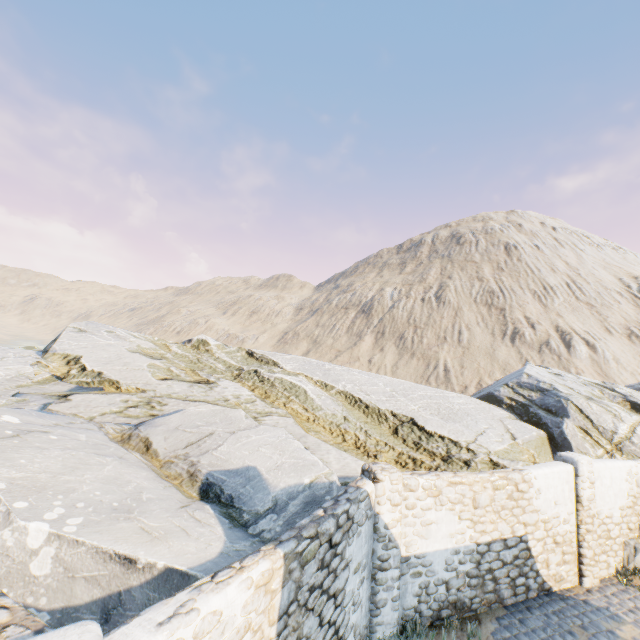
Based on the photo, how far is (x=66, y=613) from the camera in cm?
397

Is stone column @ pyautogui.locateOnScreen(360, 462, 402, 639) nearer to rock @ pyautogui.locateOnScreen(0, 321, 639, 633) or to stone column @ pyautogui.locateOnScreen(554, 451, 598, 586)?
rock @ pyautogui.locateOnScreen(0, 321, 639, 633)

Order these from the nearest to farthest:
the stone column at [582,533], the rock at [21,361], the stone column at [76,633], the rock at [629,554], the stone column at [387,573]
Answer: the stone column at [76,633], the rock at [21,361], the stone column at [387,573], the stone column at [582,533], the rock at [629,554]

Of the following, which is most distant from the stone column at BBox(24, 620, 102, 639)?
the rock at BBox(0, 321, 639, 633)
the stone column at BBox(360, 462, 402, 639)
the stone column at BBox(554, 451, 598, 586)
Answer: the stone column at BBox(554, 451, 598, 586)

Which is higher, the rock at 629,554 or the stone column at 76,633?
the stone column at 76,633

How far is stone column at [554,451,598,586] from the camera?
8.5 meters

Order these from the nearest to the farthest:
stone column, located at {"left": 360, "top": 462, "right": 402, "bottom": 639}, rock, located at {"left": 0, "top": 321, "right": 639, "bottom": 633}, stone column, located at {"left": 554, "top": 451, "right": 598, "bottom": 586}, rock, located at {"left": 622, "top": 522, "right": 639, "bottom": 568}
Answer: rock, located at {"left": 0, "top": 321, "right": 639, "bottom": 633}
stone column, located at {"left": 360, "top": 462, "right": 402, "bottom": 639}
stone column, located at {"left": 554, "top": 451, "right": 598, "bottom": 586}
rock, located at {"left": 622, "top": 522, "right": 639, "bottom": 568}

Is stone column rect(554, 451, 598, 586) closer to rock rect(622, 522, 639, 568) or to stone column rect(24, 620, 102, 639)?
rock rect(622, 522, 639, 568)
